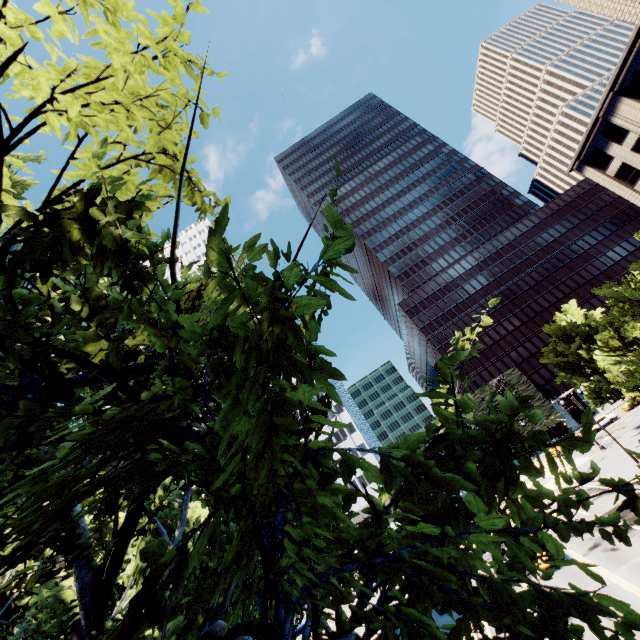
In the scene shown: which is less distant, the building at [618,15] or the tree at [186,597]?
the tree at [186,597]

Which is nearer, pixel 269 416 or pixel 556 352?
pixel 269 416

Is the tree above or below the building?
below

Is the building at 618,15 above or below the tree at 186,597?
above

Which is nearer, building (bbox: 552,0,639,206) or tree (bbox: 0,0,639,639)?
tree (bbox: 0,0,639,639)
